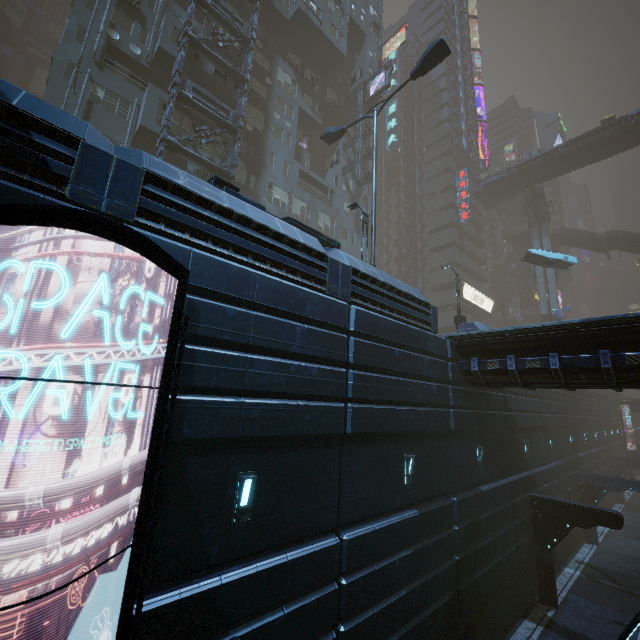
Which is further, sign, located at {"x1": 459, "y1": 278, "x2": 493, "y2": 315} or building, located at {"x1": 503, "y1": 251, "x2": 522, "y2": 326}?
building, located at {"x1": 503, "y1": 251, "x2": 522, "y2": 326}

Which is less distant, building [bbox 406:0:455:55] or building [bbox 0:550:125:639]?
building [bbox 0:550:125:639]

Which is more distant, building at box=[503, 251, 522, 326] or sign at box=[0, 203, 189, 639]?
building at box=[503, 251, 522, 326]

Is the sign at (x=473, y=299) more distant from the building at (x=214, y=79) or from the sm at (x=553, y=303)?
the sm at (x=553, y=303)

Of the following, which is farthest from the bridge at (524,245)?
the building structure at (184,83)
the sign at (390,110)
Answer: the building structure at (184,83)

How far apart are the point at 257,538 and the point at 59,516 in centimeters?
357cm

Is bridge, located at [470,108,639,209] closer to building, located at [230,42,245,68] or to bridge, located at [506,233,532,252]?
building, located at [230,42,245,68]

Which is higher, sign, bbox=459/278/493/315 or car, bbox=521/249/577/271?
sign, bbox=459/278/493/315
